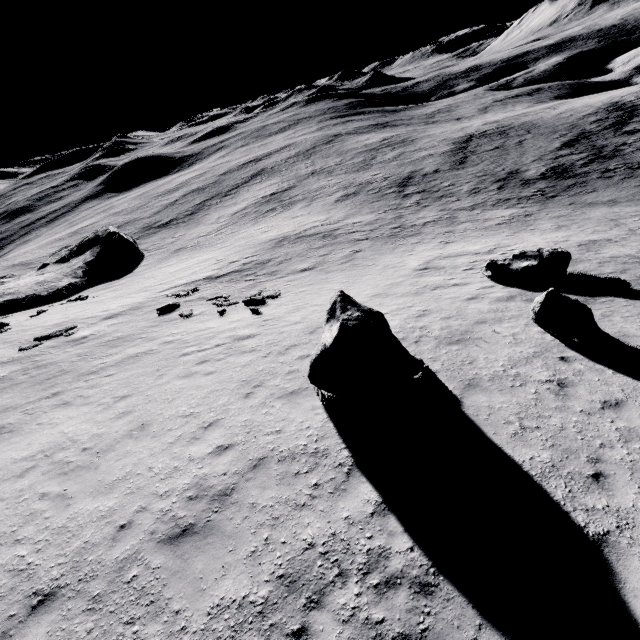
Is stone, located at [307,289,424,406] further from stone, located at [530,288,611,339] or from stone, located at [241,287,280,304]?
stone, located at [241,287,280,304]

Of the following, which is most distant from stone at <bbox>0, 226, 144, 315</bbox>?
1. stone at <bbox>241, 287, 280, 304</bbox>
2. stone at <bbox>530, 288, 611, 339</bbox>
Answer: stone at <bbox>530, 288, 611, 339</bbox>

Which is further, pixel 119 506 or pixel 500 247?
pixel 500 247

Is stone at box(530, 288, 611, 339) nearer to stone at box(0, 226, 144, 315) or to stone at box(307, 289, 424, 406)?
stone at box(307, 289, 424, 406)

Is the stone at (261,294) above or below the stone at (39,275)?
above

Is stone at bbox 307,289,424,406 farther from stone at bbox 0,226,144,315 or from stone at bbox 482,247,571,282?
stone at bbox 0,226,144,315

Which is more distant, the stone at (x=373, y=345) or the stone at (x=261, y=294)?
the stone at (x=261, y=294)

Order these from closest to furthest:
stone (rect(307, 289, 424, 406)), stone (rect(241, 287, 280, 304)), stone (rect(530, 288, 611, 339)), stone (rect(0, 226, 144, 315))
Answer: stone (rect(307, 289, 424, 406)) < stone (rect(530, 288, 611, 339)) < stone (rect(241, 287, 280, 304)) < stone (rect(0, 226, 144, 315))
